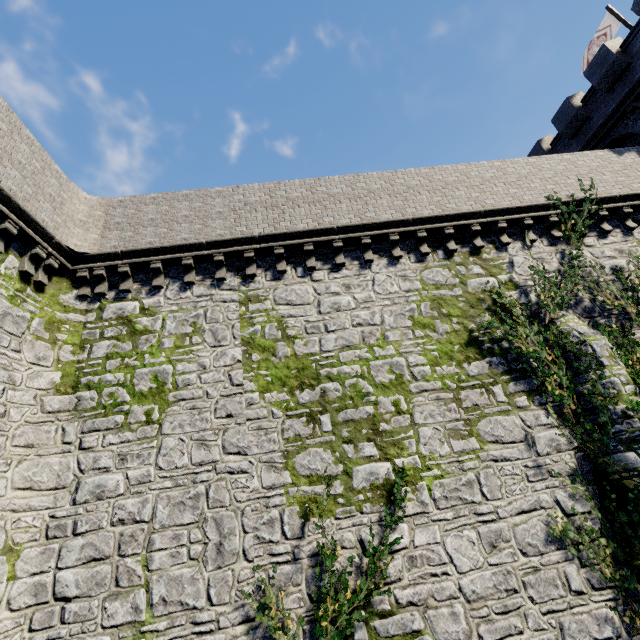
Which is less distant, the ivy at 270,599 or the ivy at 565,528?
the ivy at 270,599

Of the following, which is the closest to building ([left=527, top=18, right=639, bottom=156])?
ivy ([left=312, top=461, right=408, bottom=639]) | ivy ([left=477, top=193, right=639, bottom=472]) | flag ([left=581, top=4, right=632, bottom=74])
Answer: flag ([left=581, top=4, right=632, bottom=74])

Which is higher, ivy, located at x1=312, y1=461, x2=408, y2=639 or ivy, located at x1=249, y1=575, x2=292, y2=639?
ivy, located at x1=249, y1=575, x2=292, y2=639

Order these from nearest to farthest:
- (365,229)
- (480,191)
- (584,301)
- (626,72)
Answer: (584,301)
(365,229)
(480,191)
(626,72)

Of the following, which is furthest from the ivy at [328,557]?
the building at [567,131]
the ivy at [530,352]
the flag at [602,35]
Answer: the flag at [602,35]

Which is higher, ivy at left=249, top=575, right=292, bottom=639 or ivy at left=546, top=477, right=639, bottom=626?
ivy at left=249, top=575, right=292, bottom=639

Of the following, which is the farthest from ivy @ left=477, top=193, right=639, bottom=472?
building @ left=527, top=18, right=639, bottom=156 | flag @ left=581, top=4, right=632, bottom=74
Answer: flag @ left=581, top=4, right=632, bottom=74
